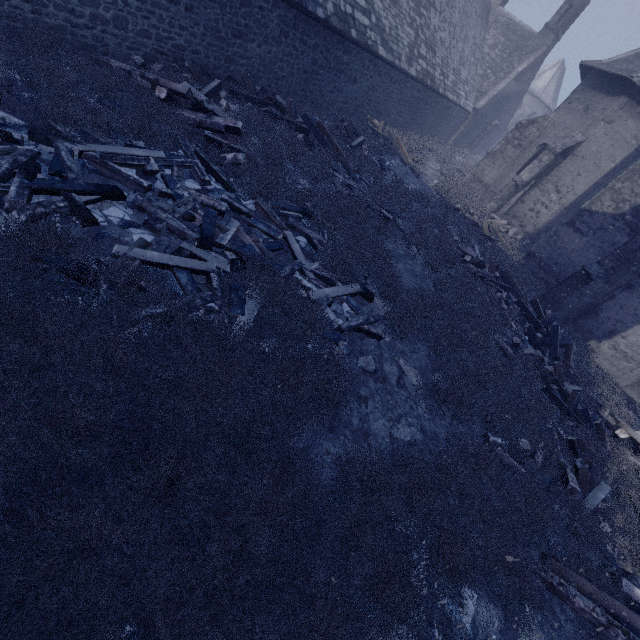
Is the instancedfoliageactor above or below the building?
below

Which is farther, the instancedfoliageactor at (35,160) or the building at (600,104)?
the building at (600,104)

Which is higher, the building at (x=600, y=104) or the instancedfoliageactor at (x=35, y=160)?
the building at (x=600, y=104)

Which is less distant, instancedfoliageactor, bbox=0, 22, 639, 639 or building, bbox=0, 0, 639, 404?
instancedfoliageactor, bbox=0, 22, 639, 639

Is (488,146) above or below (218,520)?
above
